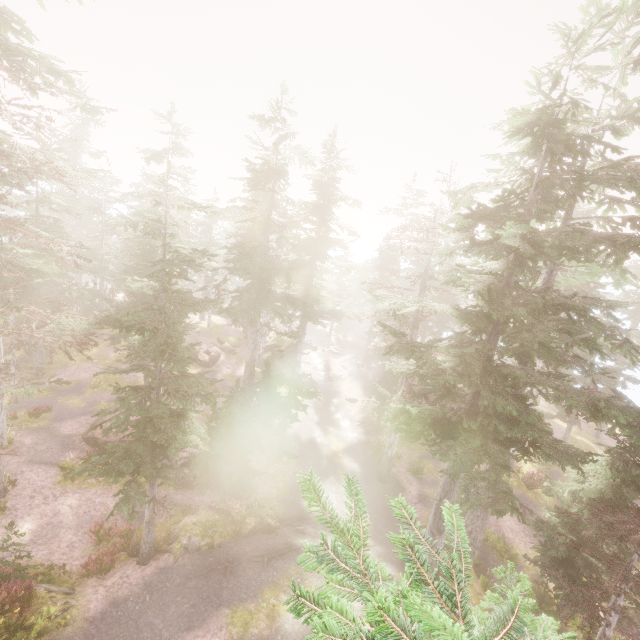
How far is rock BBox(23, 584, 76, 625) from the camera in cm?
1015

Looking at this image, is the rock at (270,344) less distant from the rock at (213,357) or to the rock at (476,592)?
the rock at (213,357)

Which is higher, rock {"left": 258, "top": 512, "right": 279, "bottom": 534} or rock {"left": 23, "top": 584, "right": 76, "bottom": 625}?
rock {"left": 23, "top": 584, "right": 76, "bottom": 625}

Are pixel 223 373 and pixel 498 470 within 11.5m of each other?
no

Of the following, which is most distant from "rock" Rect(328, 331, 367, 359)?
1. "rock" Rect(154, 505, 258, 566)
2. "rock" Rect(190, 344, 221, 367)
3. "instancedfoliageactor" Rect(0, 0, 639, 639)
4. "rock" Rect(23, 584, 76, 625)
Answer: "rock" Rect(23, 584, 76, 625)

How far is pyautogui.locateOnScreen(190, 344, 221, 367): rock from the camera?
34.1m

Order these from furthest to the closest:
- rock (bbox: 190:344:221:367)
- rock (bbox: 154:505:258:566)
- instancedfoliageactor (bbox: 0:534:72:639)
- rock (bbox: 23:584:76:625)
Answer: rock (bbox: 190:344:221:367), rock (bbox: 154:505:258:566), rock (bbox: 23:584:76:625), instancedfoliageactor (bbox: 0:534:72:639)

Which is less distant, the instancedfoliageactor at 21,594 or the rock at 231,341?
the instancedfoliageactor at 21,594
